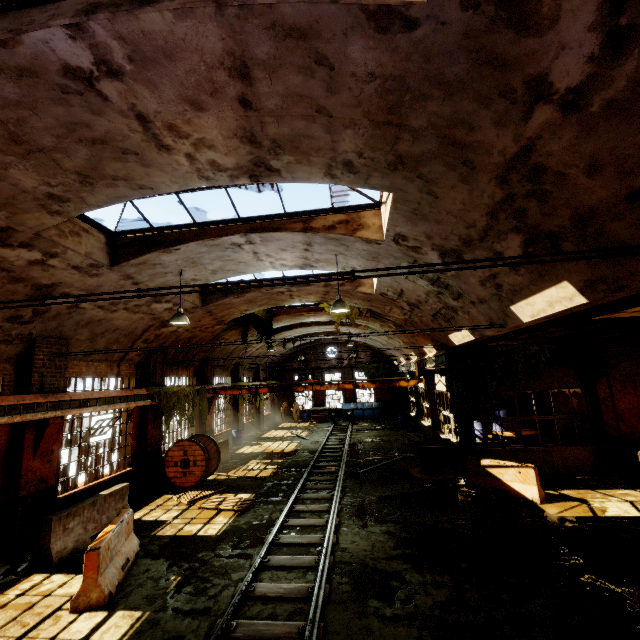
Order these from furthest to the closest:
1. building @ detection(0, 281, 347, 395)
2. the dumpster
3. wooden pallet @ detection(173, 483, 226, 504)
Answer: the dumpster, wooden pallet @ detection(173, 483, 226, 504), building @ detection(0, 281, 347, 395)

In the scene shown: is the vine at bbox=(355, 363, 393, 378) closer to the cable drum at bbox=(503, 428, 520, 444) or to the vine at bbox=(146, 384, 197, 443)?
the cable drum at bbox=(503, 428, 520, 444)

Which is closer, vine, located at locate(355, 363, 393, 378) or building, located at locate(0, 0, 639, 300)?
building, located at locate(0, 0, 639, 300)

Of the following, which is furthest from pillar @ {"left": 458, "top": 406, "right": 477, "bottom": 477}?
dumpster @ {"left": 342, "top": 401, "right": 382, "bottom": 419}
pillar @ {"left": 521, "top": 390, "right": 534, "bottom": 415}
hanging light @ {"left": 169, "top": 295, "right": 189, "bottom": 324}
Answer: hanging light @ {"left": 169, "top": 295, "right": 189, "bottom": 324}

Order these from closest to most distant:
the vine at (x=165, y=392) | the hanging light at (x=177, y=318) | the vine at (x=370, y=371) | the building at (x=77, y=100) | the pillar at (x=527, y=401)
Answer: the building at (x=77, y=100) < the hanging light at (x=177, y=318) < the vine at (x=165, y=392) < the pillar at (x=527, y=401) < the vine at (x=370, y=371)

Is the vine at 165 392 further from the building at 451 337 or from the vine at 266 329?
the vine at 266 329

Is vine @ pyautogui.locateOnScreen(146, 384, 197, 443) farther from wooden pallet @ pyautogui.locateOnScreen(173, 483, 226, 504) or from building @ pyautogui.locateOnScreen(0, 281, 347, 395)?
wooden pallet @ pyautogui.locateOnScreen(173, 483, 226, 504)

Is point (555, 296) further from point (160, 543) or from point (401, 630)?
point (160, 543)
